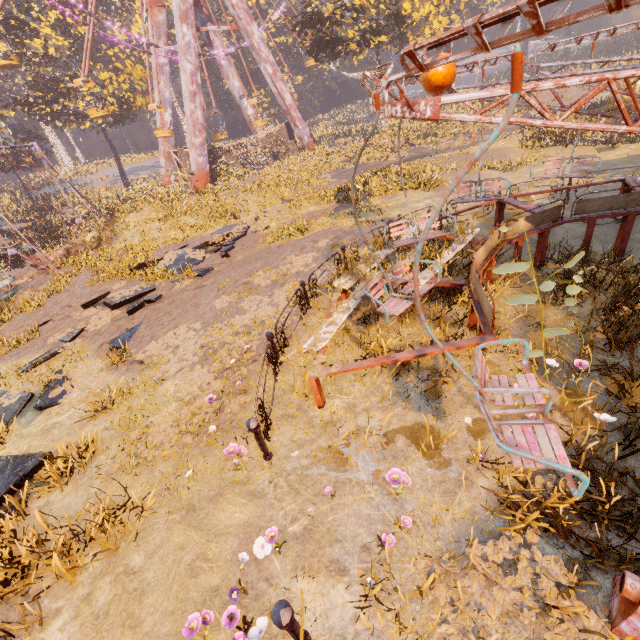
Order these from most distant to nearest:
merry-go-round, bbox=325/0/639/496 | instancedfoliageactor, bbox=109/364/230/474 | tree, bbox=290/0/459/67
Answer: tree, bbox=290/0/459/67, instancedfoliageactor, bbox=109/364/230/474, merry-go-round, bbox=325/0/639/496

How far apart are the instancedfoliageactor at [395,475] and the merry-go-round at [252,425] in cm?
181

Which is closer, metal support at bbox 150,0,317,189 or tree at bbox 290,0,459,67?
tree at bbox 290,0,459,67

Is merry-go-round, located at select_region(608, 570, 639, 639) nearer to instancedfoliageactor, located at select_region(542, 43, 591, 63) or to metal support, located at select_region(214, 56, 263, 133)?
instancedfoliageactor, located at select_region(542, 43, 591, 63)

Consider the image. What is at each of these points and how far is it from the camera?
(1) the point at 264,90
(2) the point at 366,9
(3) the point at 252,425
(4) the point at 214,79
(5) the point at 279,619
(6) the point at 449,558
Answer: (1) instancedfoliageactor, 52.4 meters
(2) tree, 25.3 meters
(3) merry-go-round, 4.1 meters
(4) instancedfoliageactor, 56.8 meters
(5) merry-go-round, 2.4 meters
(6) instancedfoliageactor, 3.0 meters

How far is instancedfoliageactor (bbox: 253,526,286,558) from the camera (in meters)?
3.26

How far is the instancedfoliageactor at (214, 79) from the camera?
53.4m

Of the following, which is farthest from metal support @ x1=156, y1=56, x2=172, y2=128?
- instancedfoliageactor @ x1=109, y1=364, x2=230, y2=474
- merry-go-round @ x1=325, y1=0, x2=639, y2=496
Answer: merry-go-round @ x1=325, y1=0, x2=639, y2=496
